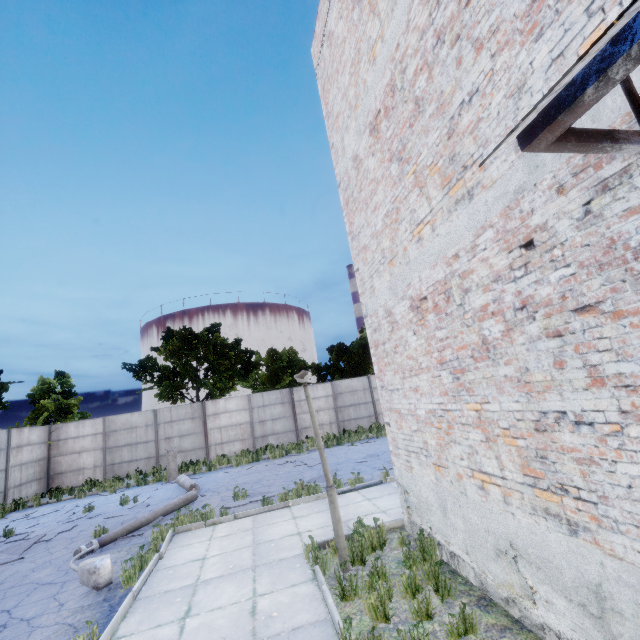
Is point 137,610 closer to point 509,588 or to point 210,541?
point 210,541

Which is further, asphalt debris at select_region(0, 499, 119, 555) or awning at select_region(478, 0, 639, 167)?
asphalt debris at select_region(0, 499, 119, 555)

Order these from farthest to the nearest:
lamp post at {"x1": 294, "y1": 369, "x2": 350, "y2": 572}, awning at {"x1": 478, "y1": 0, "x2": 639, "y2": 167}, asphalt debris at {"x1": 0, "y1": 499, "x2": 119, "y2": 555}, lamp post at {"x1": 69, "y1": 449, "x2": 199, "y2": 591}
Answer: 1. asphalt debris at {"x1": 0, "y1": 499, "x2": 119, "y2": 555}
2. lamp post at {"x1": 69, "y1": 449, "x2": 199, "y2": 591}
3. lamp post at {"x1": 294, "y1": 369, "x2": 350, "y2": 572}
4. awning at {"x1": 478, "y1": 0, "x2": 639, "y2": 167}

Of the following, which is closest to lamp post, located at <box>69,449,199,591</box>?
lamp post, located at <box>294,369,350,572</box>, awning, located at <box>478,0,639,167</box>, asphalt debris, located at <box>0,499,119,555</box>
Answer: asphalt debris, located at <box>0,499,119,555</box>

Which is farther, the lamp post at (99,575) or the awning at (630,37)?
the lamp post at (99,575)

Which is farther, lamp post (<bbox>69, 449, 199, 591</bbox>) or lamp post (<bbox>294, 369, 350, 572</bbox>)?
lamp post (<bbox>69, 449, 199, 591</bbox>)

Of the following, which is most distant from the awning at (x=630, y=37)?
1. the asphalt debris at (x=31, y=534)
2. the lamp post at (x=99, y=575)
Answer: the asphalt debris at (x=31, y=534)

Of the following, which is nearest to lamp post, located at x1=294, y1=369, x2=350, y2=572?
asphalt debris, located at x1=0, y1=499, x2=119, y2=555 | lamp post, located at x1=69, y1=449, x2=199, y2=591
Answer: lamp post, located at x1=69, y1=449, x2=199, y2=591
